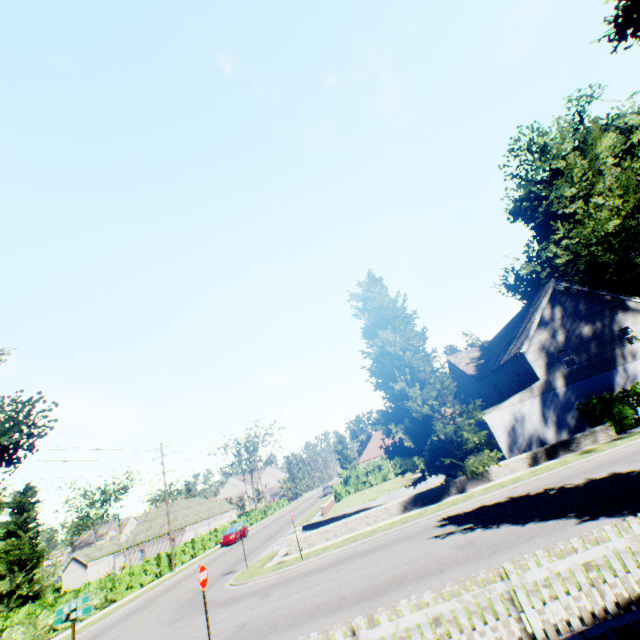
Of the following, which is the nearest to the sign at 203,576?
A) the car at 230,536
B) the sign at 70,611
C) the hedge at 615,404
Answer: the sign at 70,611

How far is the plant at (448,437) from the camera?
18.80m

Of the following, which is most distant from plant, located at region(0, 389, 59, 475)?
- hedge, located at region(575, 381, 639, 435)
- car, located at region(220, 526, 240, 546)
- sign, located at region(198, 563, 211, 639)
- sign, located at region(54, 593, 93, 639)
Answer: car, located at region(220, 526, 240, 546)

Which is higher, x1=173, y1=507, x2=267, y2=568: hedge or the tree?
the tree

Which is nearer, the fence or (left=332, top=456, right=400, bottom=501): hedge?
the fence

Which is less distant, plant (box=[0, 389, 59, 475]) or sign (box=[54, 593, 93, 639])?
sign (box=[54, 593, 93, 639])

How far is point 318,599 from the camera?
10.5m

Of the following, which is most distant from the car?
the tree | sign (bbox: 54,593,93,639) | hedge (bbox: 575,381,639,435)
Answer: sign (bbox: 54,593,93,639)
